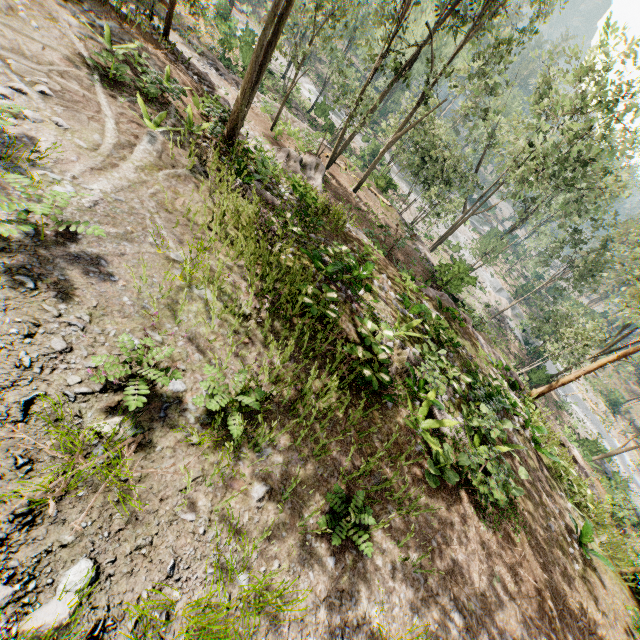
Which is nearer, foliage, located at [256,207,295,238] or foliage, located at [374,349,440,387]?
foliage, located at [374,349,440,387]

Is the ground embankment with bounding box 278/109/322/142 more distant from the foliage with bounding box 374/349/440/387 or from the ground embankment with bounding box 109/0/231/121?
the ground embankment with bounding box 109/0/231/121

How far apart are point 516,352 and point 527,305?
20.53m

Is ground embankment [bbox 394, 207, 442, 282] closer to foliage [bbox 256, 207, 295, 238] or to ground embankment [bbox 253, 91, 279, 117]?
foliage [bbox 256, 207, 295, 238]

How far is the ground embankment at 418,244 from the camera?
20.0m

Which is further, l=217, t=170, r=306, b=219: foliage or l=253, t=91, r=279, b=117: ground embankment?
l=253, t=91, r=279, b=117: ground embankment

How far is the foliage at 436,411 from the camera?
8.05m

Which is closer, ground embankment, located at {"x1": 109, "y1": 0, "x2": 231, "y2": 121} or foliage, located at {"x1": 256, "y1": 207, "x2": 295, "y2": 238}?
foliage, located at {"x1": 256, "y1": 207, "x2": 295, "y2": 238}
